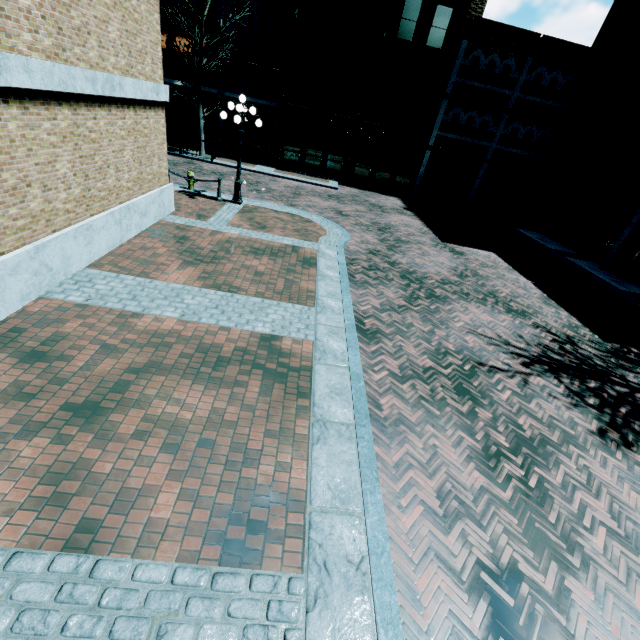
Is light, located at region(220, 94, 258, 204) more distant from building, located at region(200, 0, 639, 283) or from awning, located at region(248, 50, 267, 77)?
awning, located at region(248, 50, 267, 77)

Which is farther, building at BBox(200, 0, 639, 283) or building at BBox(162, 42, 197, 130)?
building at BBox(162, 42, 197, 130)

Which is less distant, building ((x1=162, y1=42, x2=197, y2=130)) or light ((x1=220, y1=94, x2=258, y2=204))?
light ((x1=220, y1=94, x2=258, y2=204))

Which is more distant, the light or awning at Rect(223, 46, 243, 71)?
awning at Rect(223, 46, 243, 71)

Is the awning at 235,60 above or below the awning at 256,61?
below

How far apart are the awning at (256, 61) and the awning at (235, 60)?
0.5 meters

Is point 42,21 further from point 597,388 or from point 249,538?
point 597,388

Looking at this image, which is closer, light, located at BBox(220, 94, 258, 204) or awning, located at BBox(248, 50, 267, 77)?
light, located at BBox(220, 94, 258, 204)
